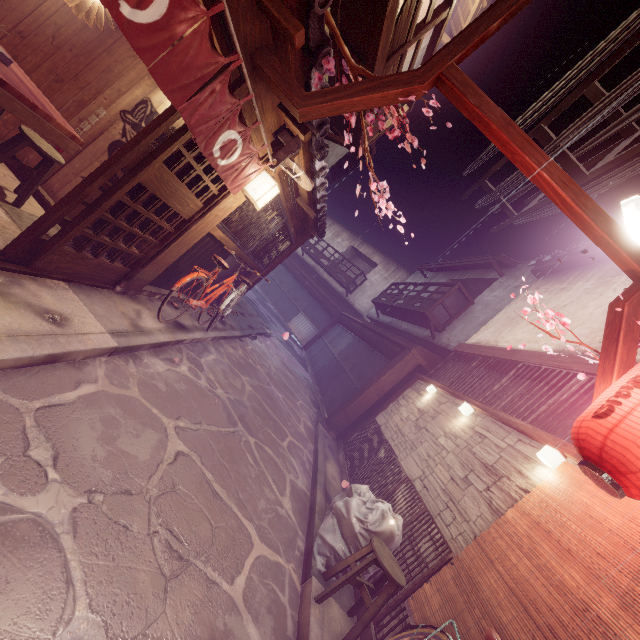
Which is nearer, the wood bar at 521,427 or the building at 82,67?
the wood bar at 521,427

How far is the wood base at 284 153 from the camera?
7.68m

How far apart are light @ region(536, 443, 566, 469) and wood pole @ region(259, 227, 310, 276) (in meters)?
12.52

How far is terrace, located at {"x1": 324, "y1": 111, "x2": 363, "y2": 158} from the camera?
11.06m

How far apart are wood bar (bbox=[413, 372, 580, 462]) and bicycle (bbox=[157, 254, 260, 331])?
8.7 meters

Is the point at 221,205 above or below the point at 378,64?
below

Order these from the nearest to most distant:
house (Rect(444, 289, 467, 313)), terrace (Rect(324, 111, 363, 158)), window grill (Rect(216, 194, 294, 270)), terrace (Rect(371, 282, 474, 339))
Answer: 1. window grill (Rect(216, 194, 294, 270))
2. terrace (Rect(324, 111, 363, 158))
3. terrace (Rect(371, 282, 474, 339))
4. house (Rect(444, 289, 467, 313))

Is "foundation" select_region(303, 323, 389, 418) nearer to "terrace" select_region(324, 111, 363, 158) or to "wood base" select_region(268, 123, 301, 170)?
"terrace" select_region(324, 111, 363, 158)
